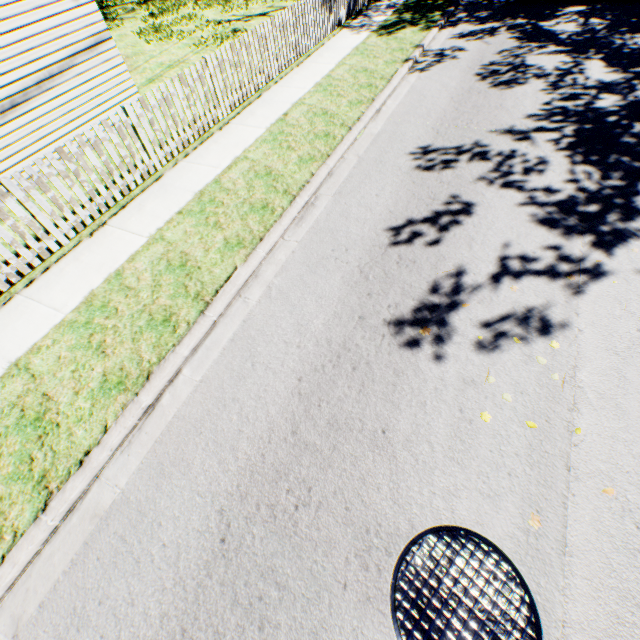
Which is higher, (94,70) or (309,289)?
(94,70)
